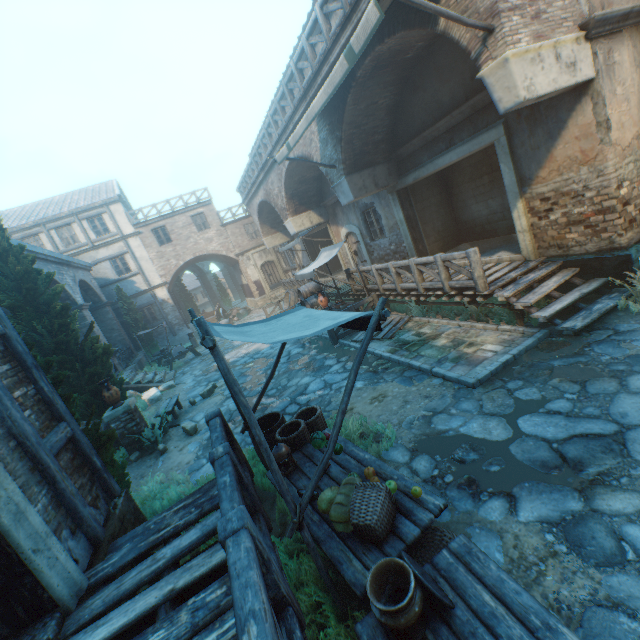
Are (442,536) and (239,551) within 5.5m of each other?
yes

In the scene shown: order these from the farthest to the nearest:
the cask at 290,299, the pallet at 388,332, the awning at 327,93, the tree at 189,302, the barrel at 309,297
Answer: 1. the tree at 189,302
2. the cask at 290,299
3. the barrel at 309,297
4. the pallet at 388,332
5. the awning at 327,93

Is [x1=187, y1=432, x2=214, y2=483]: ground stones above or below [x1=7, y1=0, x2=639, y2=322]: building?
below

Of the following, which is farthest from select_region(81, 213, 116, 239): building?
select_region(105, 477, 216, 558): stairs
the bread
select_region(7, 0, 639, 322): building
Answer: the bread

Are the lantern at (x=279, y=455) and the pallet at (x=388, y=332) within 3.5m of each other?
no

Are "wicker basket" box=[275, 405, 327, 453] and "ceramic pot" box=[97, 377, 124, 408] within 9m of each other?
yes

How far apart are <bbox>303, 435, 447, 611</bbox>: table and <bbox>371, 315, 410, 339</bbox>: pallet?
4.75m

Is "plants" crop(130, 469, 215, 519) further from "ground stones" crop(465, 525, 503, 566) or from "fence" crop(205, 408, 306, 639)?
"ground stones" crop(465, 525, 503, 566)
